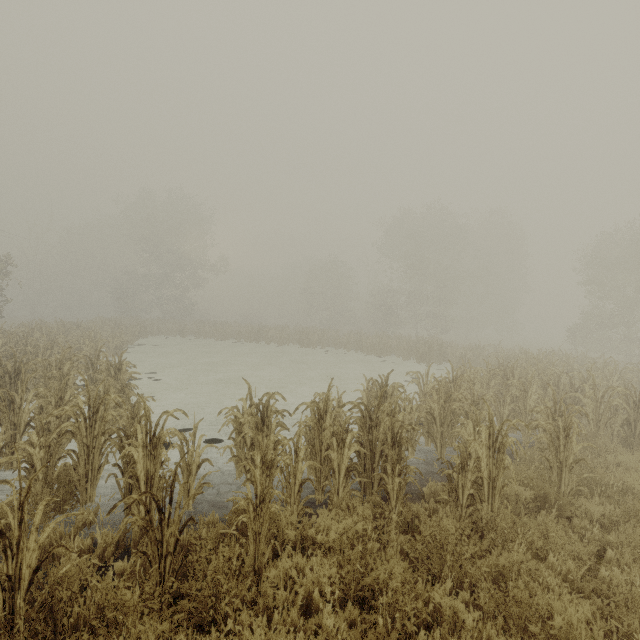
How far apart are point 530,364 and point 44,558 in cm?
1693
